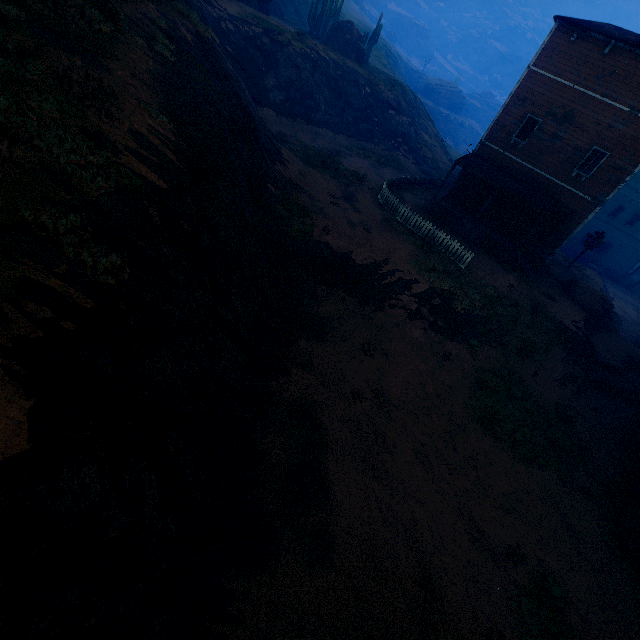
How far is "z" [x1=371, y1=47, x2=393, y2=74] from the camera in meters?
57.2

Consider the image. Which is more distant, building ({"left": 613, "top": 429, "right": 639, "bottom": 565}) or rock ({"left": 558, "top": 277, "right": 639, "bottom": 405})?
rock ({"left": 558, "top": 277, "right": 639, "bottom": 405})

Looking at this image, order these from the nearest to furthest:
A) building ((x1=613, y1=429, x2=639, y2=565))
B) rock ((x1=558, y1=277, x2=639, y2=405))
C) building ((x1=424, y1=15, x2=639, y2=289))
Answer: building ((x1=613, y1=429, x2=639, y2=565)) < building ((x1=424, y1=15, x2=639, y2=289)) < rock ((x1=558, y1=277, x2=639, y2=405))

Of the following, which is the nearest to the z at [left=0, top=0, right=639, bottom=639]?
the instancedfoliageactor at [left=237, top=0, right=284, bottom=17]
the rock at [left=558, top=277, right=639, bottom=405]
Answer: the rock at [left=558, top=277, right=639, bottom=405]

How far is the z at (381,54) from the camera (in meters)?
57.16

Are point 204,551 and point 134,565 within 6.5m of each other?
yes

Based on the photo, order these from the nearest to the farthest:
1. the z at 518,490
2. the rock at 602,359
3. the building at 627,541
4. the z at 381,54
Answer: the z at 518,490, the building at 627,541, the rock at 602,359, the z at 381,54
